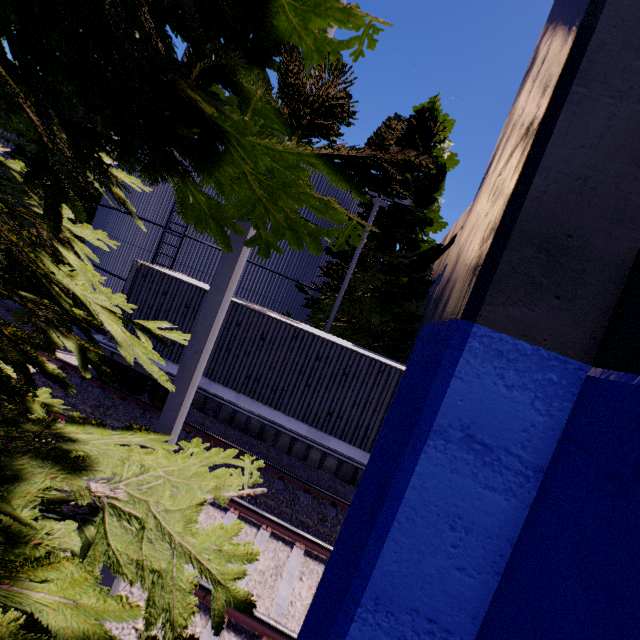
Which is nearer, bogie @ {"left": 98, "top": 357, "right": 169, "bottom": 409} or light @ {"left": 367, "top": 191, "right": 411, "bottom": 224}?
bogie @ {"left": 98, "top": 357, "right": 169, "bottom": 409}

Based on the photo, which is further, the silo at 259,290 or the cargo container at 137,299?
the silo at 259,290

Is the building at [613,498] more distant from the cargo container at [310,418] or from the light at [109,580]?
the cargo container at [310,418]

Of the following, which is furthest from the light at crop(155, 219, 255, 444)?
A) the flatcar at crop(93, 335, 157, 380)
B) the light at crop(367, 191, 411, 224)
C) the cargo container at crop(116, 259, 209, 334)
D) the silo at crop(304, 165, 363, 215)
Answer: the light at crop(367, 191, 411, 224)

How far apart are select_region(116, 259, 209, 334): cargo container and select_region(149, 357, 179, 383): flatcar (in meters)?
0.01

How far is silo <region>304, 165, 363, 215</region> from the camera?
16.3m

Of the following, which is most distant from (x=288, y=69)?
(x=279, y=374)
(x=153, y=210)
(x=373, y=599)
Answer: (x=153, y=210)
